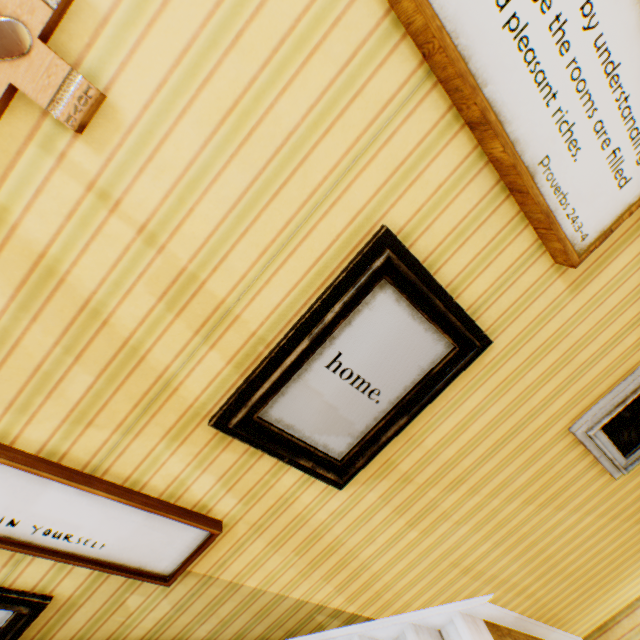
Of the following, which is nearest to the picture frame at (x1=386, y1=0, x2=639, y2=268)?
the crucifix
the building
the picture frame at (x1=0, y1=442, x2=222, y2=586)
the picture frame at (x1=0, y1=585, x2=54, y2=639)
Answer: the building

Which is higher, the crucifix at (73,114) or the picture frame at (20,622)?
the crucifix at (73,114)

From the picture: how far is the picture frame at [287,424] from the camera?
1.2 meters

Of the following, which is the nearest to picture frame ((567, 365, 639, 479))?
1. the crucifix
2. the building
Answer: the building

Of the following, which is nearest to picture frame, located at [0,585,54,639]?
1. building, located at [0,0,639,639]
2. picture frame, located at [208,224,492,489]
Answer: building, located at [0,0,639,639]

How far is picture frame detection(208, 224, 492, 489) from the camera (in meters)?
1.17

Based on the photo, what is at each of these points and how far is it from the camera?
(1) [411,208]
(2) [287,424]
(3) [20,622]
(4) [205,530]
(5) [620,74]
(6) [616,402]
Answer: (1) building, 1.1 meters
(2) picture frame, 1.4 meters
(3) picture frame, 1.4 meters
(4) picture frame, 1.4 meters
(5) picture frame, 1.0 meters
(6) picture frame, 1.8 meters

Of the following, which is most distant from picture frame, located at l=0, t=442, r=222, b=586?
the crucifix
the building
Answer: the crucifix
